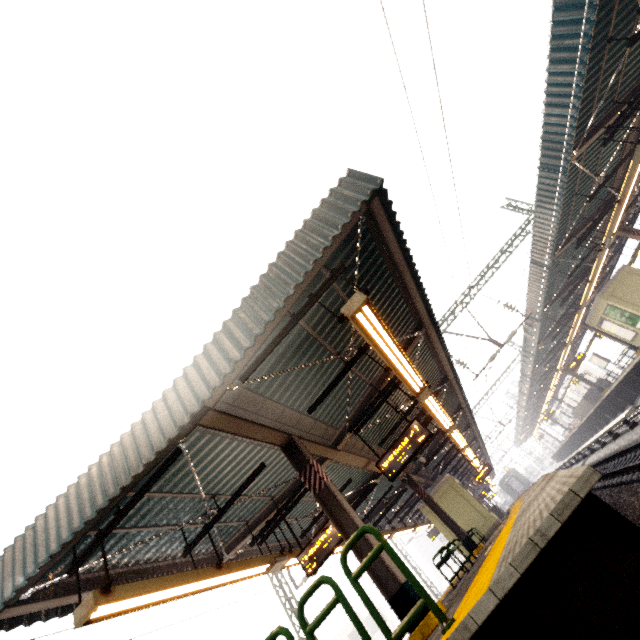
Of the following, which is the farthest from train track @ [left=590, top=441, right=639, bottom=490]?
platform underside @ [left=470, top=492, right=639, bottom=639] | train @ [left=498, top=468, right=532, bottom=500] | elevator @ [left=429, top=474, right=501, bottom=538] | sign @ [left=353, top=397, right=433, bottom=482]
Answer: train @ [left=498, top=468, right=532, bottom=500]

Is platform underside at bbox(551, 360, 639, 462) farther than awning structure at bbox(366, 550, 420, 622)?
Yes

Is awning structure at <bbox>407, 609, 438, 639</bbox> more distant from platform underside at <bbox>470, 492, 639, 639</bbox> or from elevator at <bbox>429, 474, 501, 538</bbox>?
platform underside at <bbox>470, 492, 639, 639</bbox>

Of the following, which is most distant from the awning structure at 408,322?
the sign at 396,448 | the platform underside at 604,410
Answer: the platform underside at 604,410

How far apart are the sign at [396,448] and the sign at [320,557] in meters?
1.3 m

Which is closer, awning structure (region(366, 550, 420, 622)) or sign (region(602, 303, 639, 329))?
awning structure (region(366, 550, 420, 622))

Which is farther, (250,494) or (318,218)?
(250,494)

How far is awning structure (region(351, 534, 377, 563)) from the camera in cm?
512
